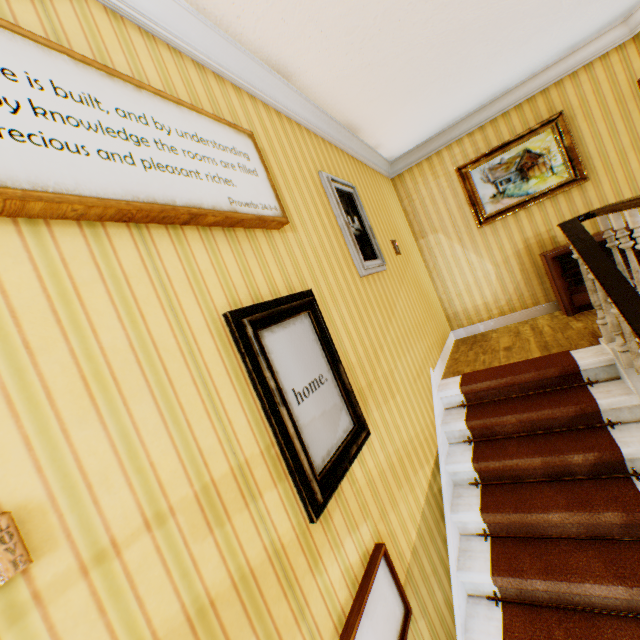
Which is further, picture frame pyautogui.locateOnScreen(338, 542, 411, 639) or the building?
picture frame pyautogui.locateOnScreen(338, 542, 411, 639)

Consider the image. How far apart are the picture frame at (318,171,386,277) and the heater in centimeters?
244cm

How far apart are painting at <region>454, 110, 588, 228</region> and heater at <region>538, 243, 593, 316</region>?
0.8m

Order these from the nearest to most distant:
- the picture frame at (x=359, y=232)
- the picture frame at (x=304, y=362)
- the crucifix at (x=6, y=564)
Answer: the crucifix at (x=6, y=564) < the picture frame at (x=304, y=362) < the picture frame at (x=359, y=232)

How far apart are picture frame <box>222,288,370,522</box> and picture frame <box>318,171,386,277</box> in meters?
1.0 m

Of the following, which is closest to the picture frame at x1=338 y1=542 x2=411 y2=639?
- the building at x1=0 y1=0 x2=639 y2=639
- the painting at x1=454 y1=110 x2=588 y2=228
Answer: the building at x1=0 y1=0 x2=639 y2=639

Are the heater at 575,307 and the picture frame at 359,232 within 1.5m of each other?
no

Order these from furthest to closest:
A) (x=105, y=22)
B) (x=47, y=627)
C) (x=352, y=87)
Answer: (x=352, y=87)
(x=105, y=22)
(x=47, y=627)
